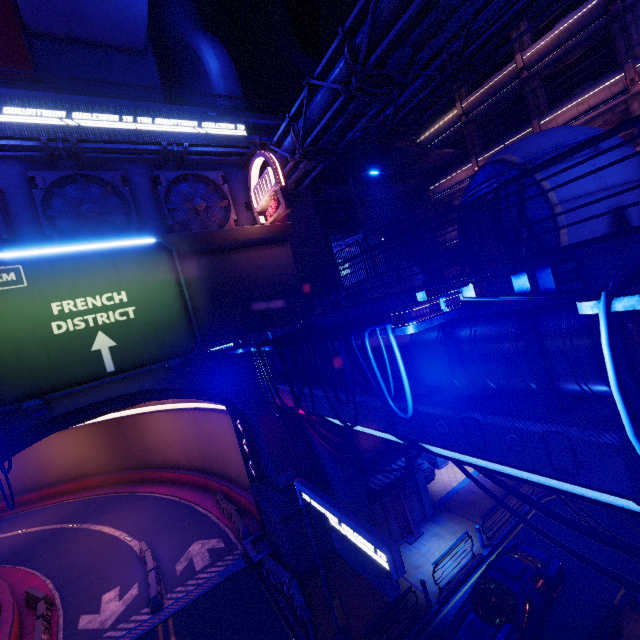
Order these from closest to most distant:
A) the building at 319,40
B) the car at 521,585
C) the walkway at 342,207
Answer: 1. the car at 521,585
2. the walkway at 342,207
3. the building at 319,40

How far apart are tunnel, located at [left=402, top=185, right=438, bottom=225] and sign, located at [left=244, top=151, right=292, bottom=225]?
18.4m

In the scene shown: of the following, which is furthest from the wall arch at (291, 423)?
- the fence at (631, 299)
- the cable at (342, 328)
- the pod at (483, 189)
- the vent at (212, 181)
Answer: the fence at (631, 299)

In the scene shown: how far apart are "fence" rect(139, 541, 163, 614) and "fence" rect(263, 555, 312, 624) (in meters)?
5.71

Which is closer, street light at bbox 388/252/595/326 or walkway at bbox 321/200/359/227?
street light at bbox 388/252/595/326

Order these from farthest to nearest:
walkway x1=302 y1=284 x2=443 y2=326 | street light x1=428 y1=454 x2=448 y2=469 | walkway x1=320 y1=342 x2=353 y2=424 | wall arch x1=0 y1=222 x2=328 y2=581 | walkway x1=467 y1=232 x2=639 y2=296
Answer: street light x1=428 y1=454 x2=448 y2=469, wall arch x1=0 y1=222 x2=328 y2=581, walkway x1=320 y1=342 x2=353 y2=424, walkway x1=302 y1=284 x2=443 y2=326, walkway x1=467 y1=232 x2=639 y2=296

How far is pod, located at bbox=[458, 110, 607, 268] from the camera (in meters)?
12.55

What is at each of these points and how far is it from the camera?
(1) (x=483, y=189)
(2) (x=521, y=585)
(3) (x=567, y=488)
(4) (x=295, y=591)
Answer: (1) pod, 14.3 meters
(2) car, 11.7 meters
(3) walkway, 6.0 meters
(4) fence, 14.9 meters
